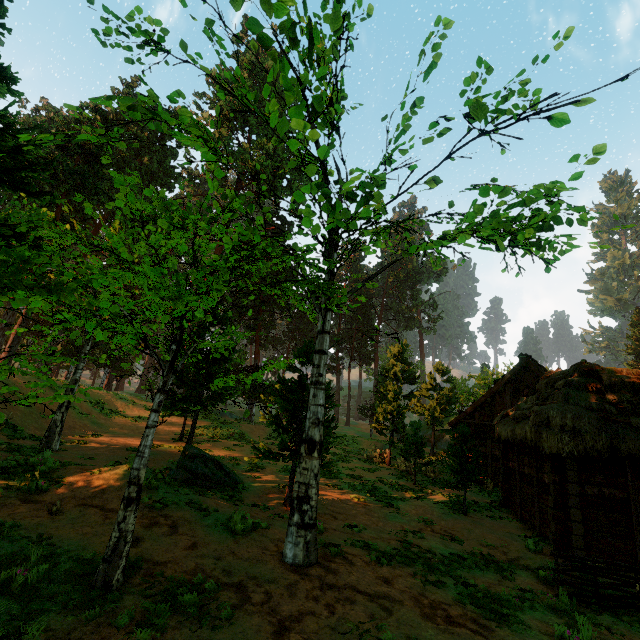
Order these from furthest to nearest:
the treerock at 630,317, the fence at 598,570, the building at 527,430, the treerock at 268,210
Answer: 1. the treerock at 630,317
2. the building at 527,430
3. the fence at 598,570
4. the treerock at 268,210

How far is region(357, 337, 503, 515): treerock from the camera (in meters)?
14.16

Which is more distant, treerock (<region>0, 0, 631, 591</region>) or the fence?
the fence

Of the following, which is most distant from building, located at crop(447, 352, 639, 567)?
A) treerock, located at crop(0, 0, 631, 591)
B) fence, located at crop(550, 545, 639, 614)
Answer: fence, located at crop(550, 545, 639, 614)

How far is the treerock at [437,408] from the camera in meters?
14.2 m

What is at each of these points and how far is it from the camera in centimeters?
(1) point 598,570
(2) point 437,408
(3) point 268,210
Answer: (1) fence, 764cm
(2) treerock, 2888cm
(3) treerock, 777cm

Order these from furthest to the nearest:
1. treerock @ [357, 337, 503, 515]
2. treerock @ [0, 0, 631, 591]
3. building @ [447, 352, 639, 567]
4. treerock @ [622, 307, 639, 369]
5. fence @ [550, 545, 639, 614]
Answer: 1. treerock @ [622, 307, 639, 369]
2. treerock @ [357, 337, 503, 515]
3. building @ [447, 352, 639, 567]
4. fence @ [550, 545, 639, 614]
5. treerock @ [0, 0, 631, 591]
